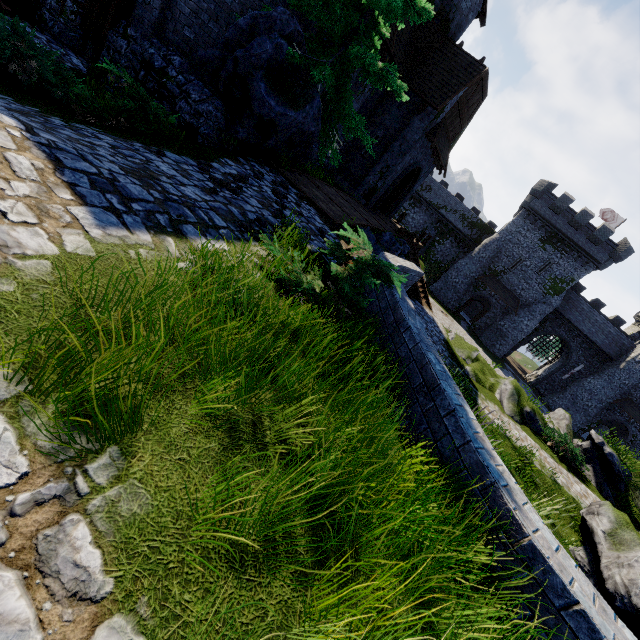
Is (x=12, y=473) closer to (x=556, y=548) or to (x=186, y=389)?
(x=186, y=389)

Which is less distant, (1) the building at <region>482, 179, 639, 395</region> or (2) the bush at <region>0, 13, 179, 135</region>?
(2) the bush at <region>0, 13, 179, 135</region>

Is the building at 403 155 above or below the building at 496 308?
above

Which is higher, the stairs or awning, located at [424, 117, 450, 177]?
awning, located at [424, 117, 450, 177]

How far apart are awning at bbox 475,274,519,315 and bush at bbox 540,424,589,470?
26.1 meters

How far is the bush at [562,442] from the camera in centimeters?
1348cm

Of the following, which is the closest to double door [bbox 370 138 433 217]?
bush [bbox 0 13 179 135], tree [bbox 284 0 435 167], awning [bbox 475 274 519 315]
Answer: tree [bbox 284 0 435 167]

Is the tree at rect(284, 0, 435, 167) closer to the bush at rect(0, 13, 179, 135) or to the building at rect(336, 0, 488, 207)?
the building at rect(336, 0, 488, 207)
